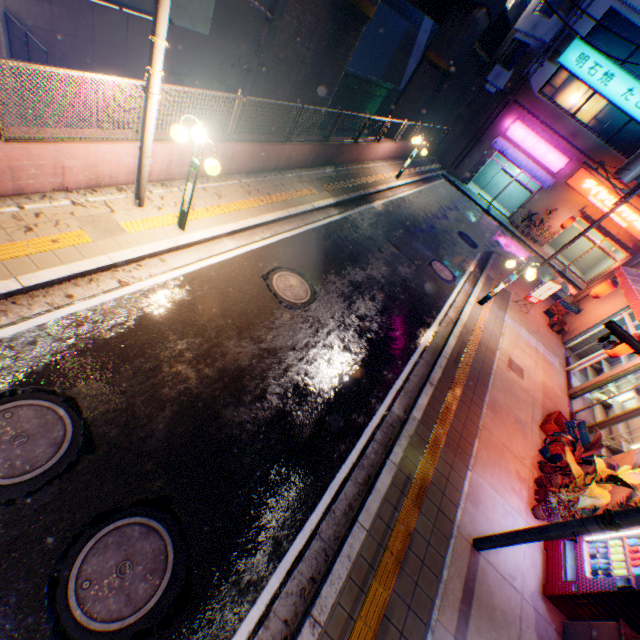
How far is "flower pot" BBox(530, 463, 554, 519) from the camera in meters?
7.0

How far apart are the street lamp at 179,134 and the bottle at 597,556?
9.95m

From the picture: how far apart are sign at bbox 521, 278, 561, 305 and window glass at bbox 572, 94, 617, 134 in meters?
15.1 m

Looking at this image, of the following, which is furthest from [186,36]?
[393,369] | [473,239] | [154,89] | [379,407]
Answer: [379,407]

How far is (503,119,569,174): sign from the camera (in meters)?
22.05

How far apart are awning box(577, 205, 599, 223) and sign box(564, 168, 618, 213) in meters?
0.1 m

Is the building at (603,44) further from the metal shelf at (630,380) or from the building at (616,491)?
the metal shelf at (630,380)

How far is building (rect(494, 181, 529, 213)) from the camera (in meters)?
26.52
